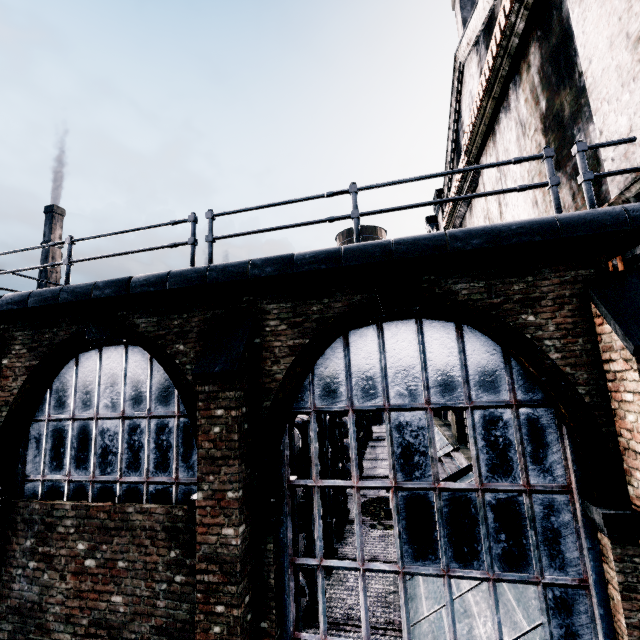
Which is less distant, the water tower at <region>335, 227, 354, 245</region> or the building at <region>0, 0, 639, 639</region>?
the building at <region>0, 0, 639, 639</region>

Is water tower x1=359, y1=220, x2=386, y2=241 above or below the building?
above

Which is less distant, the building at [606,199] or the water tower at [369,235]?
the building at [606,199]

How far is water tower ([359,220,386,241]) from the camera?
41.72m

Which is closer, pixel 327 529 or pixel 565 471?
pixel 565 471
